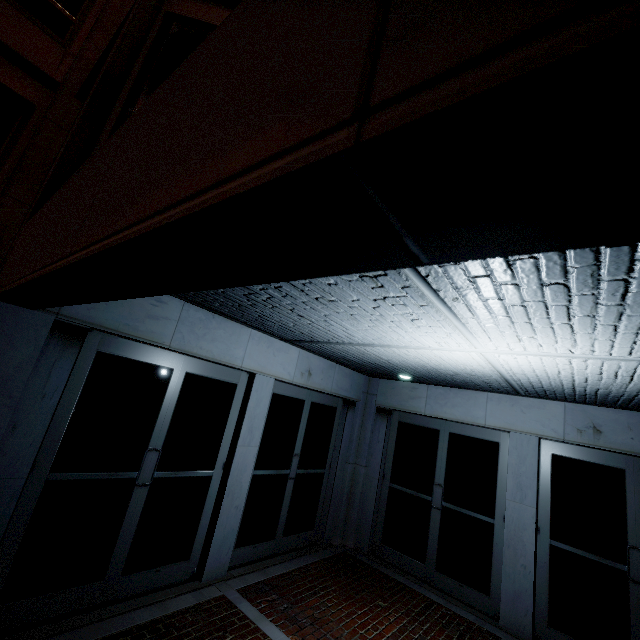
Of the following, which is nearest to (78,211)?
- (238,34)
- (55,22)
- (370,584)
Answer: (238,34)
